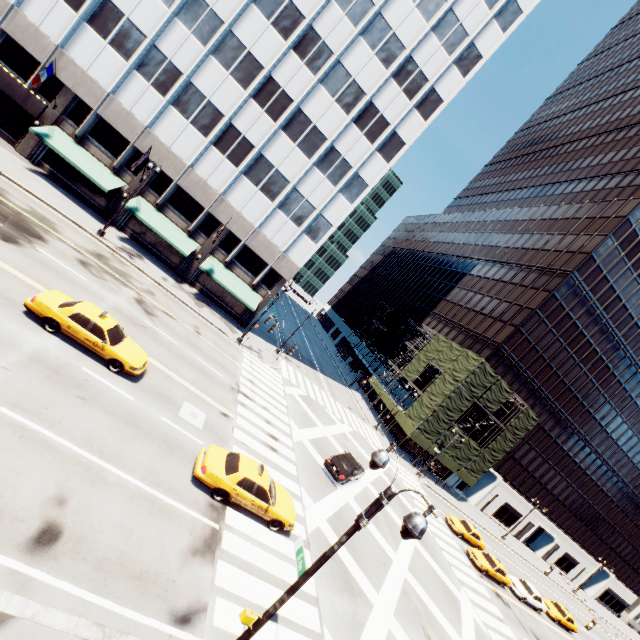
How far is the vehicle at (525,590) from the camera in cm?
2883

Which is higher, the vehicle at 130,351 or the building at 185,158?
the building at 185,158

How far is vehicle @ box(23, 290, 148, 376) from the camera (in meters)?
13.41

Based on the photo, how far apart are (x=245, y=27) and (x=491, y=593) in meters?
52.4 m

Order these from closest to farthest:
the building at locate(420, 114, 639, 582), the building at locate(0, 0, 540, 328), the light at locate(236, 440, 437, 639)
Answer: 1. the light at locate(236, 440, 437, 639)
2. the building at locate(0, 0, 540, 328)
3. the building at locate(420, 114, 639, 582)

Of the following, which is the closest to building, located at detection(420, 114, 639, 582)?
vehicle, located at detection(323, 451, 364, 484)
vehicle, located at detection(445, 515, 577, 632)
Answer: vehicle, located at detection(445, 515, 577, 632)

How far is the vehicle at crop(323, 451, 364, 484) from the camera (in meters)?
21.48

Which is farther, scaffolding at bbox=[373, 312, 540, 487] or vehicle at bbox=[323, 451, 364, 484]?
scaffolding at bbox=[373, 312, 540, 487]
